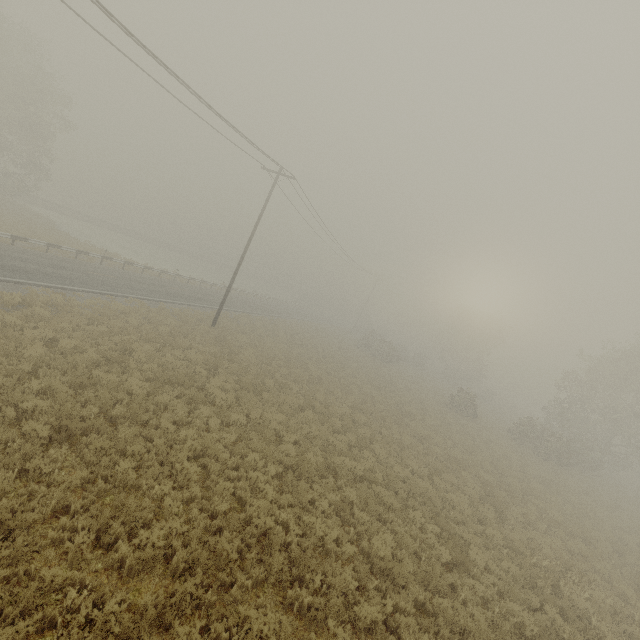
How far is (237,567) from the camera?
6.54m
